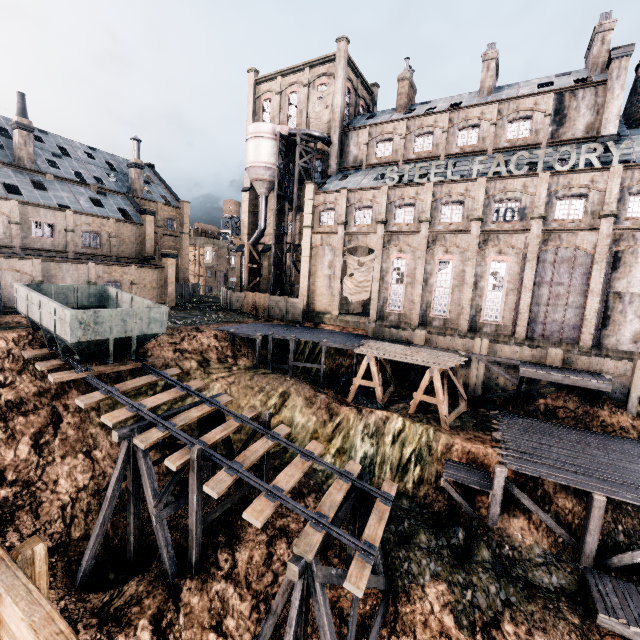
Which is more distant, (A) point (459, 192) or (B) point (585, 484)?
(A) point (459, 192)

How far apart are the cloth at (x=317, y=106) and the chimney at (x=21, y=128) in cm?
3104

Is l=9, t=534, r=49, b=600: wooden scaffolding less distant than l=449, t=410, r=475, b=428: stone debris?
Yes

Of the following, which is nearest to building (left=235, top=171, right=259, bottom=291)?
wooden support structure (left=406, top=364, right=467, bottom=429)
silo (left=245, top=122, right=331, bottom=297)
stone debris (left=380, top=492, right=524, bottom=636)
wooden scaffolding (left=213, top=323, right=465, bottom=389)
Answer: silo (left=245, top=122, right=331, bottom=297)

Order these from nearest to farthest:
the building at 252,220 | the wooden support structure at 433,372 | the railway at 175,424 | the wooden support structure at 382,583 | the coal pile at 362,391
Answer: the railway at 175,424 → the wooden support structure at 382,583 → the wooden support structure at 433,372 → the coal pile at 362,391 → the building at 252,220

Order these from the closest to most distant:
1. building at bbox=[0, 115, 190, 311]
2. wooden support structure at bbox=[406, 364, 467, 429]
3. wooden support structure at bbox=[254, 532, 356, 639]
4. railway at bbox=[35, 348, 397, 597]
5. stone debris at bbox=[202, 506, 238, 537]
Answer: wooden support structure at bbox=[254, 532, 356, 639], railway at bbox=[35, 348, 397, 597], stone debris at bbox=[202, 506, 238, 537], wooden support structure at bbox=[406, 364, 467, 429], building at bbox=[0, 115, 190, 311]

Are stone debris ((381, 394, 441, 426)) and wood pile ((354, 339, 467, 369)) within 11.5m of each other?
yes

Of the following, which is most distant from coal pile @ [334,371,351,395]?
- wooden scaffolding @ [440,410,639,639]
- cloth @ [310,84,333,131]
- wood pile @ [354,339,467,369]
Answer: cloth @ [310,84,333,131]
